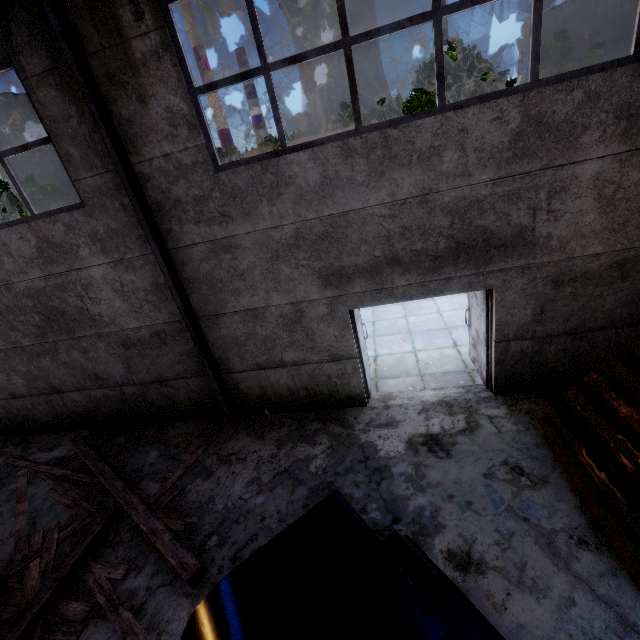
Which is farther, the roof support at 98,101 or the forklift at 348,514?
the roof support at 98,101

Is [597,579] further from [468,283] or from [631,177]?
[631,177]

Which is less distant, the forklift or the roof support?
the forklift

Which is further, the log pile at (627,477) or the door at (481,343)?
the door at (481,343)

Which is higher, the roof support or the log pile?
the roof support

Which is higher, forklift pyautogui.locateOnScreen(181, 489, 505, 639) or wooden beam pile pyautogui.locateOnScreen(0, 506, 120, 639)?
forklift pyautogui.locateOnScreen(181, 489, 505, 639)

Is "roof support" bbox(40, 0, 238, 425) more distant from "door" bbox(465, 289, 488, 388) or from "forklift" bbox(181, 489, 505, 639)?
"door" bbox(465, 289, 488, 388)

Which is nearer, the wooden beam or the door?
the wooden beam
